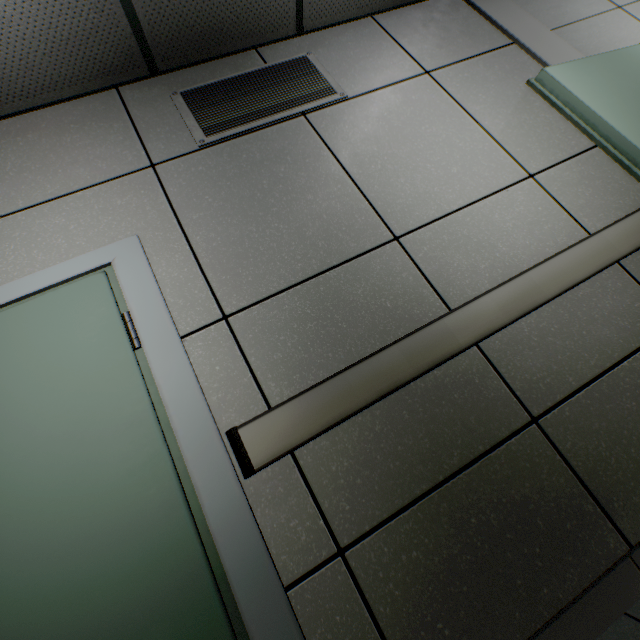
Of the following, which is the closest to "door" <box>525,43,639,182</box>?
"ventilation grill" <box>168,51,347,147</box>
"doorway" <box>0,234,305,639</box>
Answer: "ventilation grill" <box>168,51,347,147</box>

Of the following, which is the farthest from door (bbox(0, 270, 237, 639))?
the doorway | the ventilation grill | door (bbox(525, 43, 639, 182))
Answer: door (bbox(525, 43, 639, 182))

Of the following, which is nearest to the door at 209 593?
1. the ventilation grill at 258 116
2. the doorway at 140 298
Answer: the doorway at 140 298

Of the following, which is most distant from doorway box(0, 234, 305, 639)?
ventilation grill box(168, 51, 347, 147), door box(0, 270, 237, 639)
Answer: ventilation grill box(168, 51, 347, 147)

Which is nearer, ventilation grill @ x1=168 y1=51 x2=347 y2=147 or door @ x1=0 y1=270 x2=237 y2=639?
door @ x1=0 y1=270 x2=237 y2=639

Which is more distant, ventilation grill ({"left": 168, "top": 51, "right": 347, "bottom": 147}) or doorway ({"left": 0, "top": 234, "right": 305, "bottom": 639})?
ventilation grill ({"left": 168, "top": 51, "right": 347, "bottom": 147})

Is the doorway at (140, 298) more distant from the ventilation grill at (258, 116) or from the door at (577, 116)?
the door at (577, 116)

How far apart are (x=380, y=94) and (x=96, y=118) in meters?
1.7 m
